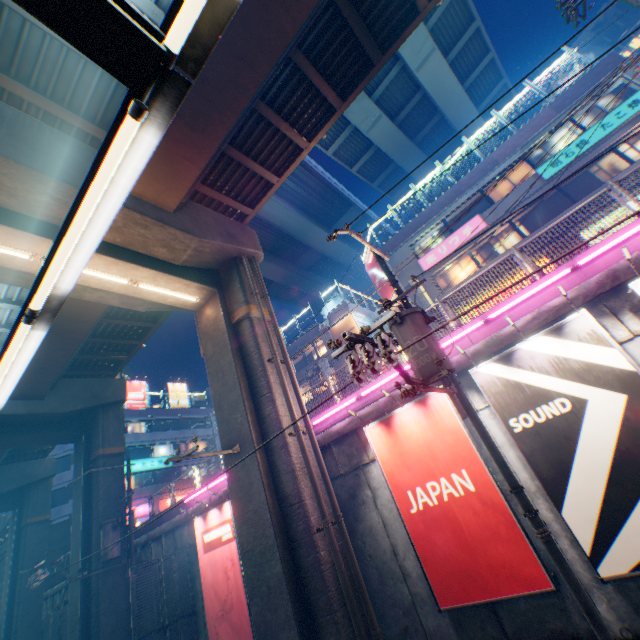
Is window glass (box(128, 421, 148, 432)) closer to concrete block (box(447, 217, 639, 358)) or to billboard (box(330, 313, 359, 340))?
concrete block (box(447, 217, 639, 358))

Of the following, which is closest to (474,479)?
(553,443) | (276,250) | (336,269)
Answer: (553,443)

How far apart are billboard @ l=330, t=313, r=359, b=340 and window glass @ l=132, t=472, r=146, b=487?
26.9 meters

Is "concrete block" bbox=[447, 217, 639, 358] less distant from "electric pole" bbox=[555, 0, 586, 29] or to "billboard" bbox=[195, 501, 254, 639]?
Answer: "electric pole" bbox=[555, 0, 586, 29]

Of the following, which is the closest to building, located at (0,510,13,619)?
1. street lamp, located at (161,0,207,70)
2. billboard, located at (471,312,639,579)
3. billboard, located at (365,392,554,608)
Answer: billboard, located at (365,392,554,608)

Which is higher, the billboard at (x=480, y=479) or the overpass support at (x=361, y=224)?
the overpass support at (x=361, y=224)

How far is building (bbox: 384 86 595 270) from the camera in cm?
1858

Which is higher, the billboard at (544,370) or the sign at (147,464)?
the sign at (147,464)
